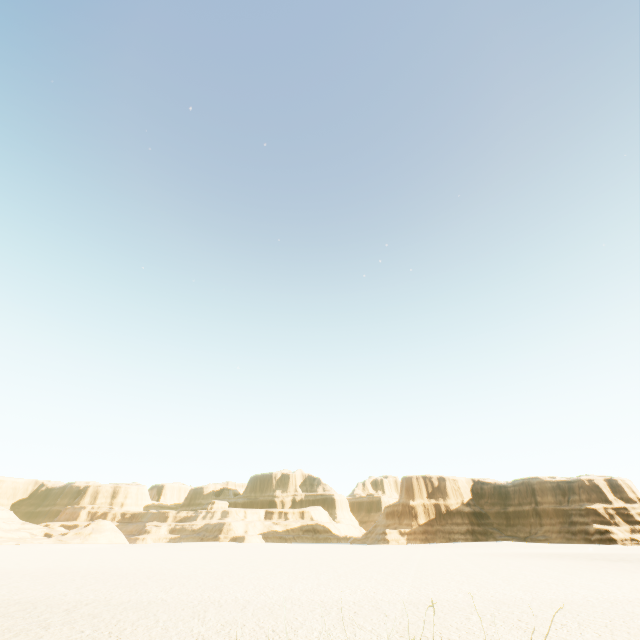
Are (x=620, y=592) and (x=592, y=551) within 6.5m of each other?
no
